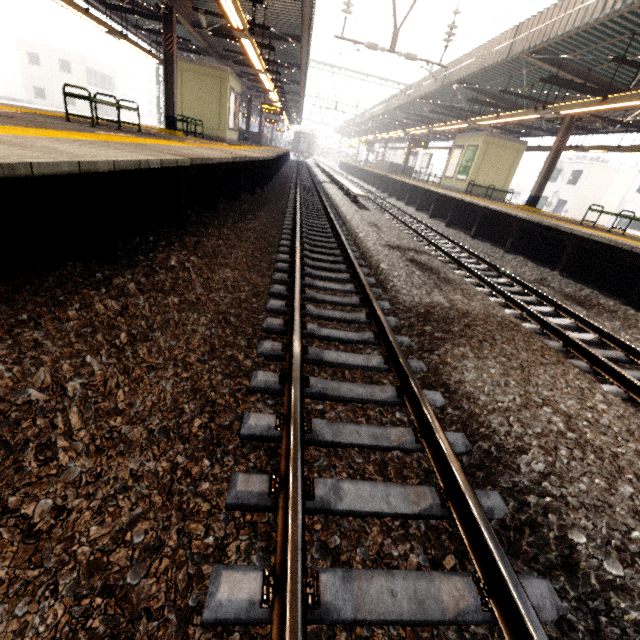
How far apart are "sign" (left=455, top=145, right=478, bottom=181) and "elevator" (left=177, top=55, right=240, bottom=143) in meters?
12.6

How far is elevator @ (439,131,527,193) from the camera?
16.44m

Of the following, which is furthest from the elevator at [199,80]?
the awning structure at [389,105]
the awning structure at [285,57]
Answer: the awning structure at [389,105]

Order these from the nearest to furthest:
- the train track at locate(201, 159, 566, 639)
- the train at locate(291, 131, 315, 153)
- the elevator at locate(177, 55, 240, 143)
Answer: the train track at locate(201, 159, 566, 639)
the elevator at locate(177, 55, 240, 143)
the train at locate(291, 131, 315, 153)

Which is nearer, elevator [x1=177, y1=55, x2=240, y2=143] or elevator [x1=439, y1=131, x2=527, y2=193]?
elevator [x1=177, y1=55, x2=240, y2=143]

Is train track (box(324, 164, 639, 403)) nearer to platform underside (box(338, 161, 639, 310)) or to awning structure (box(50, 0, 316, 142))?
platform underside (box(338, 161, 639, 310))

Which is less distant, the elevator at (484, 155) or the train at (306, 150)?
the elevator at (484, 155)

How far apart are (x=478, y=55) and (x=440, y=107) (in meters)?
7.97
